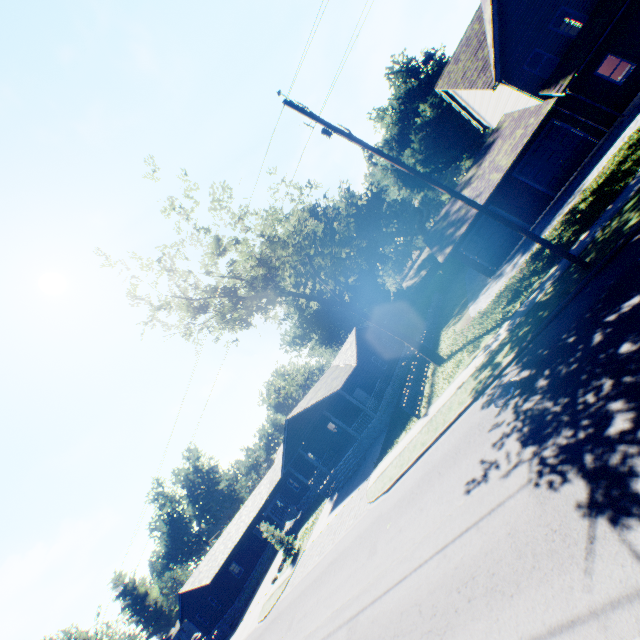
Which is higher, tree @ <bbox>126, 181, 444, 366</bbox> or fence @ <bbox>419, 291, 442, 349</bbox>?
tree @ <bbox>126, 181, 444, 366</bbox>

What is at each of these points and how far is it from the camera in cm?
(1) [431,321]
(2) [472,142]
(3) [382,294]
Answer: (1) fence, 3222
(2) plant, 5281
(3) plant, 5031

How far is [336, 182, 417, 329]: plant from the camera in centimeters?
4756cm

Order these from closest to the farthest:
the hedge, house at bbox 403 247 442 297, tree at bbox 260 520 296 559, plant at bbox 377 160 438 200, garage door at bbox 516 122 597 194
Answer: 1. garage door at bbox 516 122 597 194
2. tree at bbox 260 520 296 559
3. the hedge
4. house at bbox 403 247 442 297
5. plant at bbox 377 160 438 200

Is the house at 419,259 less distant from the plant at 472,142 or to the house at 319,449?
the plant at 472,142

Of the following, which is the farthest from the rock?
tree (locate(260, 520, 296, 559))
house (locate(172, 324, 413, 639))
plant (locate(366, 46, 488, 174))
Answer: plant (locate(366, 46, 488, 174))

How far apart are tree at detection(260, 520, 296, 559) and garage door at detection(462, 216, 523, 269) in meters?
26.9 m

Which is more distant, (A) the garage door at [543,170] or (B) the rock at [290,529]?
(B) the rock at [290,529]
